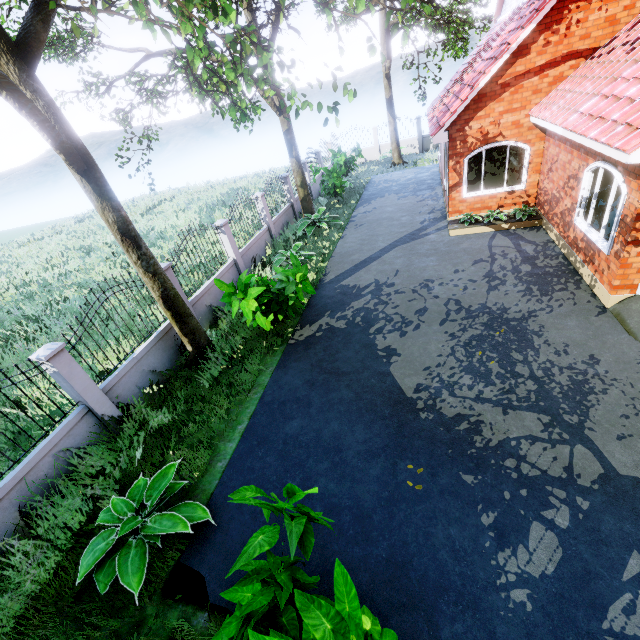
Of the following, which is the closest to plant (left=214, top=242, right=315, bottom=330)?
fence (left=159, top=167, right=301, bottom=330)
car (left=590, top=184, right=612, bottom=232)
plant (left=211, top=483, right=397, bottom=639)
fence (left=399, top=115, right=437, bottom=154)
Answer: fence (left=159, top=167, right=301, bottom=330)

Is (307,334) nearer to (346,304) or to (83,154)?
(346,304)

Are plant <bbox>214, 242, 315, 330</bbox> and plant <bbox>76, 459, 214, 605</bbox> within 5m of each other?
yes

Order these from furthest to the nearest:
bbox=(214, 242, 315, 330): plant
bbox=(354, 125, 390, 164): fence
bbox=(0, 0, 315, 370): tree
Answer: bbox=(354, 125, 390, 164): fence, bbox=(214, 242, 315, 330): plant, bbox=(0, 0, 315, 370): tree

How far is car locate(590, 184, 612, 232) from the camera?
8.4 meters

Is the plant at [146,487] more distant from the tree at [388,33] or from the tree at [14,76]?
the tree at [388,33]

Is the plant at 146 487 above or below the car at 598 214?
below

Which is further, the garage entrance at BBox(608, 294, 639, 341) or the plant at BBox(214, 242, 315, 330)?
the plant at BBox(214, 242, 315, 330)
